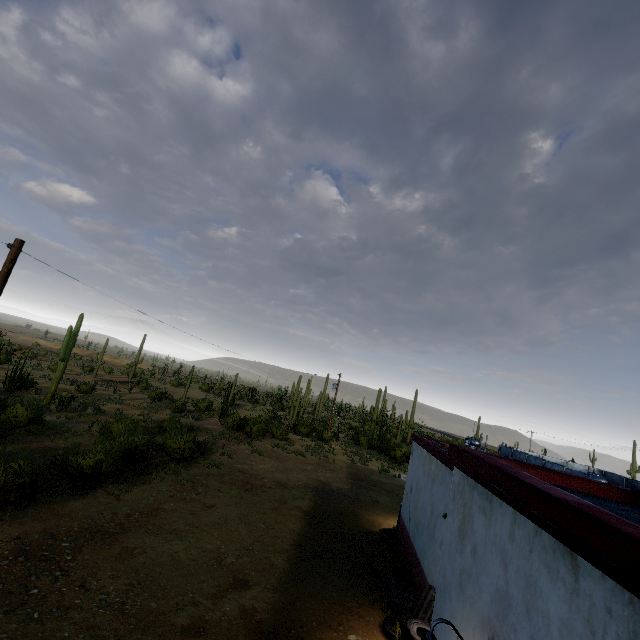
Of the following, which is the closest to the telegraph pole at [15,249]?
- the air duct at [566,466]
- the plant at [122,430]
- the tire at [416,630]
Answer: the plant at [122,430]

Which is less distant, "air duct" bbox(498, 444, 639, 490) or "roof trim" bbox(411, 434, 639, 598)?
"roof trim" bbox(411, 434, 639, 598)

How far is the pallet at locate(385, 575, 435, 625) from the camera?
7.93m

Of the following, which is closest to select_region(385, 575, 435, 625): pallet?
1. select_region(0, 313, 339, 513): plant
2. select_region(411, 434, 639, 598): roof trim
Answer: select_region(411, 434, 639, 598): roof trim

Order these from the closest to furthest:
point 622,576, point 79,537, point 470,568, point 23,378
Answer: point 622,576 < point 470,568 < point 79,537 < point 23,378

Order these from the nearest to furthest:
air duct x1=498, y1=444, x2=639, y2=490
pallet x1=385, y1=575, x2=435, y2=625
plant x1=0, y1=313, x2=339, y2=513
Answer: pallet x1=385, y1=575, x2=435, y2=625 → air duct x1=498, y1=444, x2=639, y2=490 → plant x1=0, y1=313, x2=339, y2=513

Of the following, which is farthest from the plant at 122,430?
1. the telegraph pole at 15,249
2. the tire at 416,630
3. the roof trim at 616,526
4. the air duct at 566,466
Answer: the air duct at 566,466

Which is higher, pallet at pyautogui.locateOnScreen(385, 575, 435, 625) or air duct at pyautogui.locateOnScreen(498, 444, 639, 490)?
air duct at pyautogui.locateOnScreen(498, 444, 639, 490)
